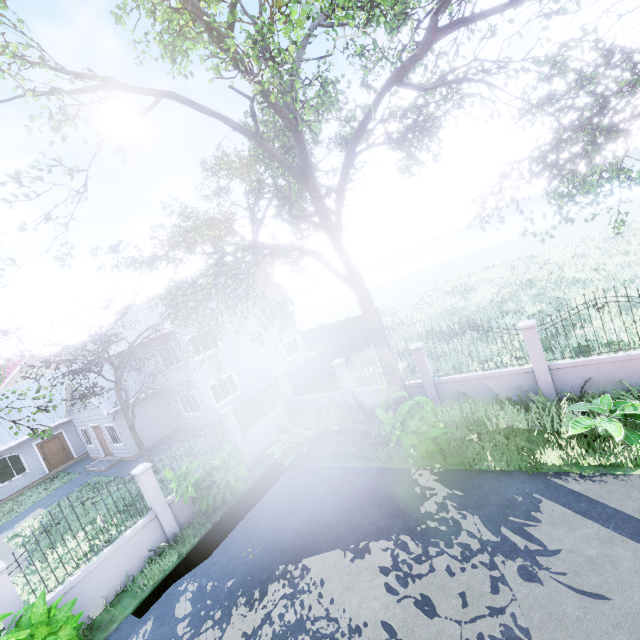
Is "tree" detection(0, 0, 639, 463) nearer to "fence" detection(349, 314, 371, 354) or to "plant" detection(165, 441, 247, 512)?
"fence" detection(349, 314, 371, 354)

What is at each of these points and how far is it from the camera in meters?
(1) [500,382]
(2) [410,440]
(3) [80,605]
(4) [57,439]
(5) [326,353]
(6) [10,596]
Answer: (1) fence, 9.9
(2) plant, 7.7
(3) fence, 7.7
(4) door, 21.8
(5) fence, 18.2
(6) fence, 6.8

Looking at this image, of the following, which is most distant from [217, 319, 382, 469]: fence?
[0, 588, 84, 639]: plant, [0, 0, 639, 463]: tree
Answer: [0, 0, 639, 463]: tree

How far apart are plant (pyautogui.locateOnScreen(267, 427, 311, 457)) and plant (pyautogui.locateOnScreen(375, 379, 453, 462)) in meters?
3.6 m

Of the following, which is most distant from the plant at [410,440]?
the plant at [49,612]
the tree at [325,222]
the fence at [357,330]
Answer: the tree at [325,222]

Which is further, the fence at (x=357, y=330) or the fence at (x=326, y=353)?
the fence at (x=357, y=330)

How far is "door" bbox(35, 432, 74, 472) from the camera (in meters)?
21.08

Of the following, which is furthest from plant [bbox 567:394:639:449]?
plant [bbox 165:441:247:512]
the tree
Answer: the tree
